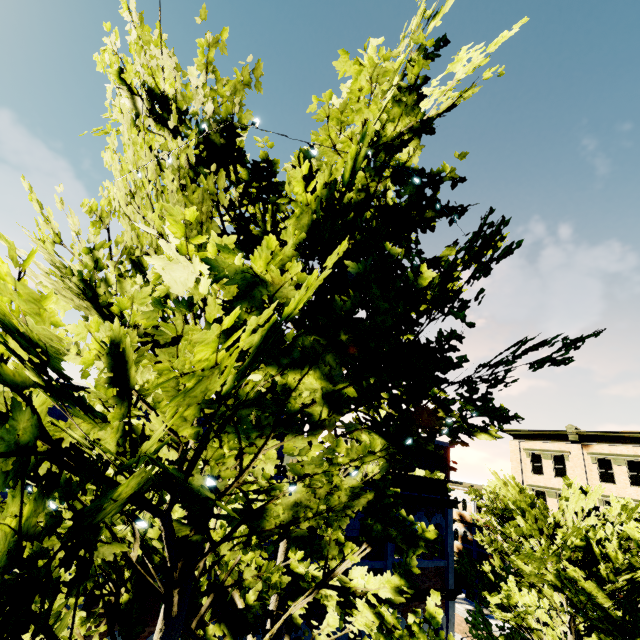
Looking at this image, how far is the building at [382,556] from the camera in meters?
9.7

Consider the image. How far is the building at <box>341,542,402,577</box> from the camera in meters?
9.7

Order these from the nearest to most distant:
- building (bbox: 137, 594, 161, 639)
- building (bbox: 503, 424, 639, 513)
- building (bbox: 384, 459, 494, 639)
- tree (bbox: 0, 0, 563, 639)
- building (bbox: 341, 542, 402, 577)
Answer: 1. tree (bbox: 0, 0, 563, 639)
2. building (bbox: 137, 594, 161, 639)
3. building (bbox: 341, 542, 402, 577)
4. building (bbox: 384, 459, 494, 639)
5. building (bbox: 503, 424, 639, 513)

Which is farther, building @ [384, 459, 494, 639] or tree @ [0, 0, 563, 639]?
building @ [384, 459, 494, 639]

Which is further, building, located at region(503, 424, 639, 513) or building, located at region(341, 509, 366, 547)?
building, located at region(503, 424, 639, 513)

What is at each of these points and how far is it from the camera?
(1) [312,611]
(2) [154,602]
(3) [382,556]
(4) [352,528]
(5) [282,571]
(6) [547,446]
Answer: (1) building, 8.8 meters
(2) building, 7.4 meters
(3) building, 10.3 meters
(4) building, 9.9 meters
(5) tree, 4.8 meters
(6) building, 28.6 meters

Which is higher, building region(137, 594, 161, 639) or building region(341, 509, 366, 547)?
building region(341, 509, 366, 547)

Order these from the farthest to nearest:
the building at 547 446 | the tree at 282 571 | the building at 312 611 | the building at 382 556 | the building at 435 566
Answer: the building at 547 446 → the building at 435 566 → the building at 382 556 → the building at 312 611 → the tree at 282 571
